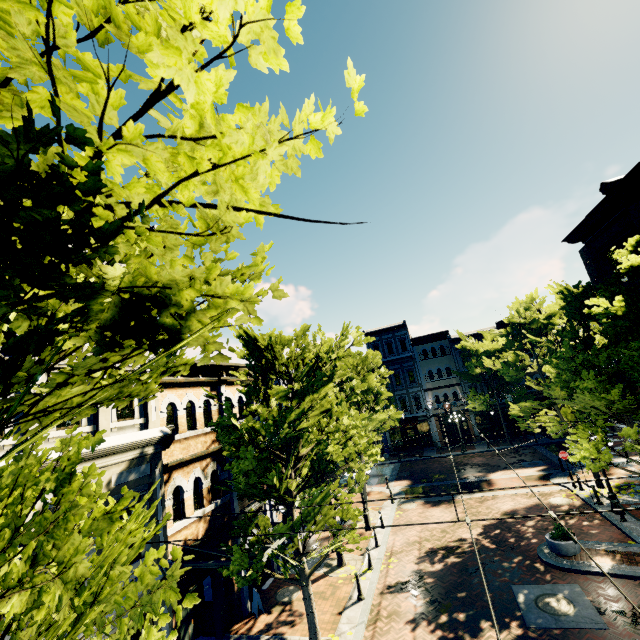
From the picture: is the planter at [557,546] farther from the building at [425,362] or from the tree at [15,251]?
the building at [425,362]

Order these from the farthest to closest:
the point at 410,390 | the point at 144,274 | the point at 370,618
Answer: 1. the point at 410,390
2. the point at 370,618
3. the point at 144,274

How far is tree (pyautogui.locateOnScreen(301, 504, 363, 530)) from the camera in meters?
9.5

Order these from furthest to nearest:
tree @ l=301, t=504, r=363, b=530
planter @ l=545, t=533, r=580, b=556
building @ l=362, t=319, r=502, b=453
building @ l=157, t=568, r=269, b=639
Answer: building @ l=362, t=319, r=502, b=453 < planter @ l=545, t=533, r=580, b=556 < building @ l=157, t=568, r=269, b=639 < tree @ l=301, t=504, r=363, b=530

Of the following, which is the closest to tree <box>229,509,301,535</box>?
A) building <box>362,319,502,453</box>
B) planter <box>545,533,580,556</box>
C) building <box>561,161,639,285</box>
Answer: building <box>362,319,502,453</box>

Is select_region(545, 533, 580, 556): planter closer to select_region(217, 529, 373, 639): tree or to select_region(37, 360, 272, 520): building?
select_region(217, 529, 373, 639): tree

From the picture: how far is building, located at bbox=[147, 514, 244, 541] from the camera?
9.6 meters

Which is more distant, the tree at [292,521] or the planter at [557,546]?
the planter at [557,546]
